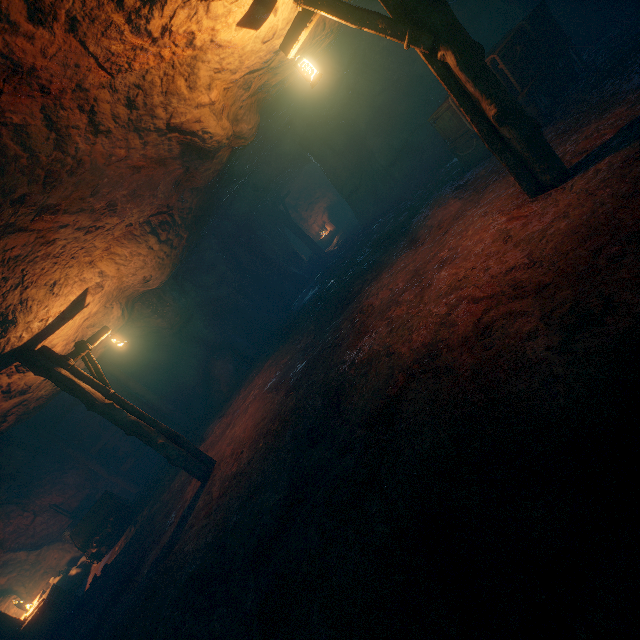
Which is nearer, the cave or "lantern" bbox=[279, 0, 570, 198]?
"lantern" bbox=[279, 0, 570, 198]

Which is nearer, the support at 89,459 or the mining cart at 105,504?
the mining cart at 105,504

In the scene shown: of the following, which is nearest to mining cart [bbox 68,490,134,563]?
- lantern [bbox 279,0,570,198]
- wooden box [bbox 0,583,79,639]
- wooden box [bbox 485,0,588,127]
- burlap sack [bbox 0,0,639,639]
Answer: burlap sack [bbox 0,0,639,639]

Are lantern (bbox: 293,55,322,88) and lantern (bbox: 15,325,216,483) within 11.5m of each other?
yes

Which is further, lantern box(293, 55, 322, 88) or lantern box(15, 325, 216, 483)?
lantern box(15, 325, 216, 483)

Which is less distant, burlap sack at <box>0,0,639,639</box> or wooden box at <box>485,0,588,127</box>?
burlap sack at <box>0,0,639,639</box>

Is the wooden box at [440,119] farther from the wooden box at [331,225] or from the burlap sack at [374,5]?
the wooden box at [331,225]

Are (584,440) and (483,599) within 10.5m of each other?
yes
